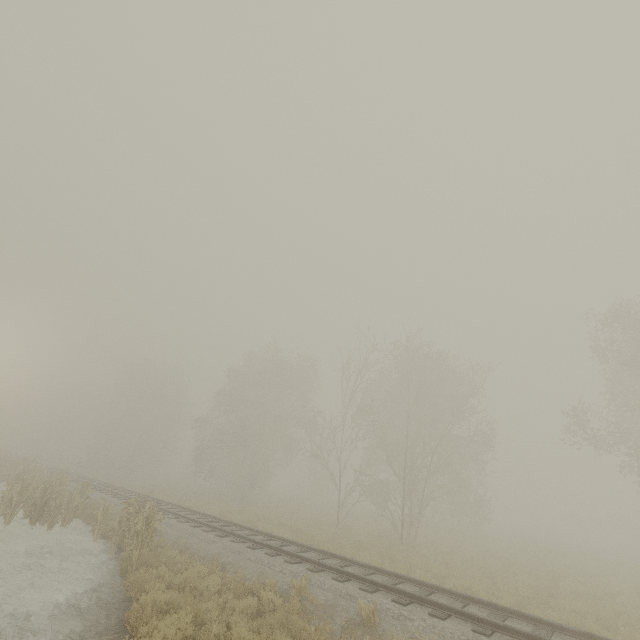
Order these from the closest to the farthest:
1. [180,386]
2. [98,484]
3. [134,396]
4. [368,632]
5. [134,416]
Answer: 1. [368,632]
2. [98,484]
3. [134,416]
4. [134,396]
5. [180,386]

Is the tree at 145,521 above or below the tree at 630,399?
below

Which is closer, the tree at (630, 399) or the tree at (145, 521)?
the tree at (145, 521)

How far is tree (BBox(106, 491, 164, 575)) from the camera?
10.2m

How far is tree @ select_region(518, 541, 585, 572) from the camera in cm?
1812

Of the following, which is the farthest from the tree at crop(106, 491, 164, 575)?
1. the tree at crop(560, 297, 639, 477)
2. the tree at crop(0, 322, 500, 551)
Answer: the tree at crop(0, 322, 500, 551)

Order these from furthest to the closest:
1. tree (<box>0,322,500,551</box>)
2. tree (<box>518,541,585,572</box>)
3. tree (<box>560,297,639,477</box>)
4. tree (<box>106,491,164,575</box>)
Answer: tree (<box>0,322,500,551</box>)
tree (<box>560,297,639,477</box>)
tree (<box>518,541,585,572</box>)
tree (<box>106,491,164,575</box>)
